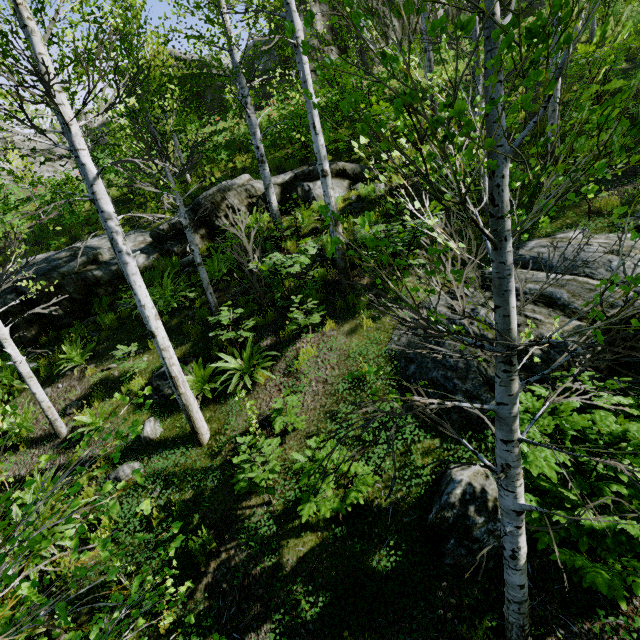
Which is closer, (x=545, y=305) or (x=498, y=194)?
(x=498, y=194)

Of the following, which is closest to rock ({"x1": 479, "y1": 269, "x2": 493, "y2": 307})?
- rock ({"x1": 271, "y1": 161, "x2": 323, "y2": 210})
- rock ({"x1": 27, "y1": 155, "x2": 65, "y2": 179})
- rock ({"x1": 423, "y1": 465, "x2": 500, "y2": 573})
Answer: rock ({"x1": 423, "y1": 465, "x2": 500, "y2": 573})

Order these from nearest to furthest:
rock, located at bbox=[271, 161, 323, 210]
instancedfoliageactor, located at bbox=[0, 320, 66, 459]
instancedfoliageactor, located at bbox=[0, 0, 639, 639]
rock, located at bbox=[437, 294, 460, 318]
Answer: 1. instancedfoliageactor, located at bbox=[0, 0, 639, 639]
2. instancedfoliageactor, located at bbox=[0, 320, 66, 459]
3. rock, located at bbox=[437, 294, 460, 318]
4. rock, located at bbox=[271, 161, 323, 210]

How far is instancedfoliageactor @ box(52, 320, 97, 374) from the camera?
8.2m

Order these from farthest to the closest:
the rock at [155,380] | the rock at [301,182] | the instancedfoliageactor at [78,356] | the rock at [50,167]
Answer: the rock at [50,167]
the rock at [301,182]
the instancedfoliageactor at [78,356]
the rock at [155,380]

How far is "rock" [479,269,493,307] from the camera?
5.51m

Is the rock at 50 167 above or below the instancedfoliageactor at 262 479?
above

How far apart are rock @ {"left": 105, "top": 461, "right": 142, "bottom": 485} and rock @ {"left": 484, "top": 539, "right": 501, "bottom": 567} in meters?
4.8
